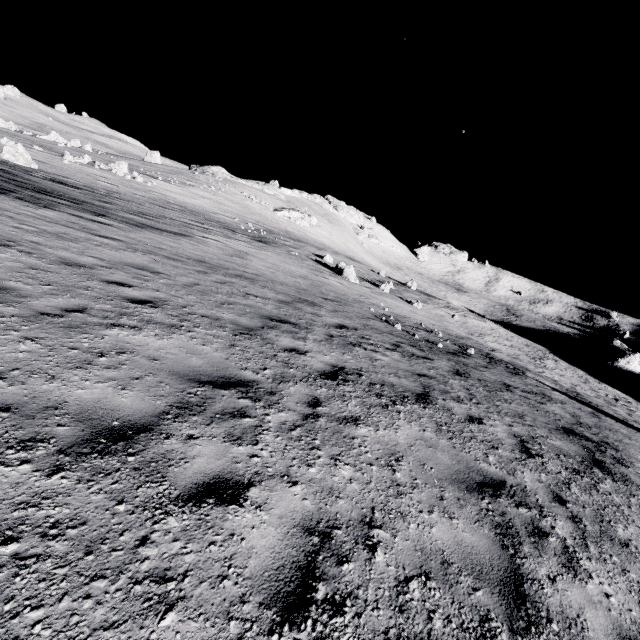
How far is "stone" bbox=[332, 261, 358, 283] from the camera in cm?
2742

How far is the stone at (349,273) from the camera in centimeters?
2742cm

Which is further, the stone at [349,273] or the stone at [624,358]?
the stone at [624,358]

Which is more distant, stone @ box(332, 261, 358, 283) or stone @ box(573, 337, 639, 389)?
stone @ box(573, 337, 639, 389)

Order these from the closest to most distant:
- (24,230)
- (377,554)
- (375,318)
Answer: (377,554), (24,230), (375,318)
